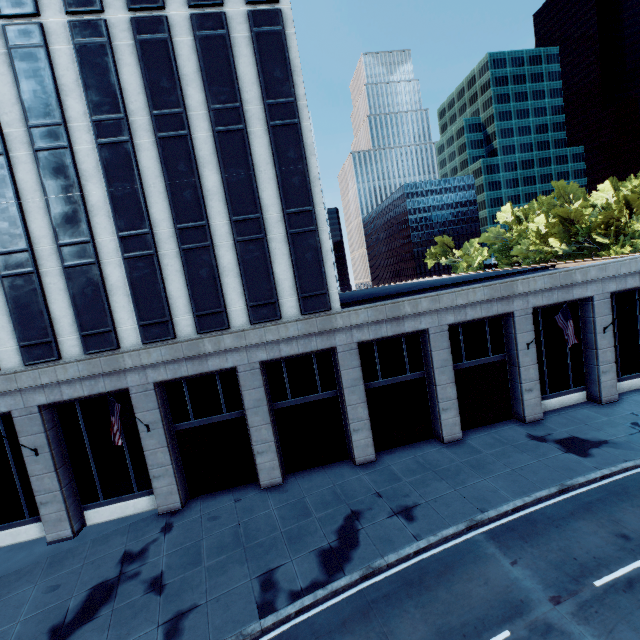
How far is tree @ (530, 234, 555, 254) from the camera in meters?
58.9

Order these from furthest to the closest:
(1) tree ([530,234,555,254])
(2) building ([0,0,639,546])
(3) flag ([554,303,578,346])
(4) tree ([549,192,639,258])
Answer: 1. (1) tree ([530,234,555,254])
2. (4) tree ([549,192,639,258])
3. (3) flag ([554,303,578,346])
4. (2) building ([0,0,639,546])

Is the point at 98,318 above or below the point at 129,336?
above

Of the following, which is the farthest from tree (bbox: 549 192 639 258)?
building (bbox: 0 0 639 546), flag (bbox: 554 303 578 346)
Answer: flag (bbox: 554 303 578 346)

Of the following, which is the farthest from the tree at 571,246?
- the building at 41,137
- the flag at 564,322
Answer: the flag at 564,322

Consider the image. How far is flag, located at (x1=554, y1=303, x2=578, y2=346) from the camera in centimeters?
1781cm

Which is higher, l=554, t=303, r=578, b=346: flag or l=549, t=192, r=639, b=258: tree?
l=549, t=192, r=639, b=258: tree

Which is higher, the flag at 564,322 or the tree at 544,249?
the tree at 544,249
